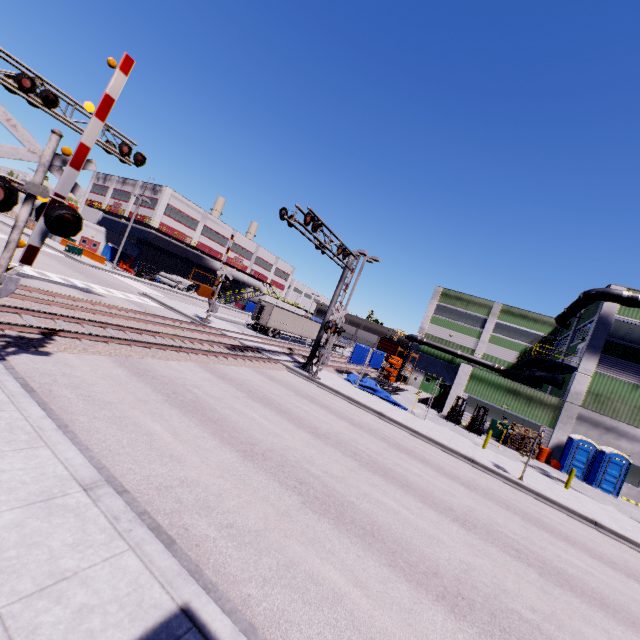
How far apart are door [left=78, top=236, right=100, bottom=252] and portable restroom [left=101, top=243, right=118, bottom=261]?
0.77m

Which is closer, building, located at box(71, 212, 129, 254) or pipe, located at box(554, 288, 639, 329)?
pipe, located at box(554, 288, 639, 329)

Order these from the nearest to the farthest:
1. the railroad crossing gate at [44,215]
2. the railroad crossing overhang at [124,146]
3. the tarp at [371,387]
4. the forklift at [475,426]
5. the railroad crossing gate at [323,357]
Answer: the railroad crossing gate at [44,215] < the railroad crossing overhang at [124,146] < the railroad crossing gate at [323,357] < the tarp at [371,387] < the forklift at [475,426]

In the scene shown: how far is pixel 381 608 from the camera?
4.93m

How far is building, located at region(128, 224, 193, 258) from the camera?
52.5 meters

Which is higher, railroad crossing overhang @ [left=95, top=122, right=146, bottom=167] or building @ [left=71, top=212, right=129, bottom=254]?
railroad crossing overhang @ [left=95, top=122, right=146, bottom=167]

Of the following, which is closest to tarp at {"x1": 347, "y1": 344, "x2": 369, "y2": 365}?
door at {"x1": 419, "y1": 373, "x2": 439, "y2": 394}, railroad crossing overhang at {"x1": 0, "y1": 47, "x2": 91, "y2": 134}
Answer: railroad crossing overhang at {"x1": 0, "y1": 47, "x2": 91, "y2": 134}

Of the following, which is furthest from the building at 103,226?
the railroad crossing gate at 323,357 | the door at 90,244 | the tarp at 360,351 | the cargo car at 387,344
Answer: the railroad crossing gate at 323,357
